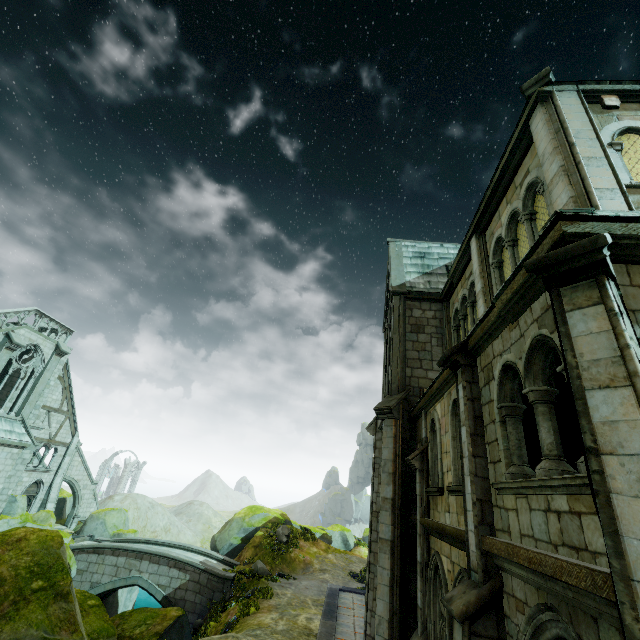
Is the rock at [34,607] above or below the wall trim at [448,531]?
below

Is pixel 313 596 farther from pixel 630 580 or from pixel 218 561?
pixel 630 580

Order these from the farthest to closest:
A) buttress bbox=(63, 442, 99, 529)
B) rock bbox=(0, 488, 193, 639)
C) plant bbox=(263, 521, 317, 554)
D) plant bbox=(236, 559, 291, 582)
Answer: buttress bbox=(63, 442, 99, 529) < plant bbox=(263, 521, 317, 554) < plant bbox=(236, 559, 291, 582) < rock bbox=(0, 488, 193, 639)

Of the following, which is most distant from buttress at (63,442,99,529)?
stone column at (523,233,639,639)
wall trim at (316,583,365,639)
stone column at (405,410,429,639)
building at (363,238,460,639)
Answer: stone column at (523,233,639,639)

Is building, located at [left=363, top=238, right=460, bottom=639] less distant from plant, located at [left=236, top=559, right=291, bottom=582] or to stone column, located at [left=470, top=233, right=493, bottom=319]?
stone column, located at [left=470, top=233, right=493, bottom=319]

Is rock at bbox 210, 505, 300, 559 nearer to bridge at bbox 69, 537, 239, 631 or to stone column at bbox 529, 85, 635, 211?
bridge at bbox 69, 537, 239, 631

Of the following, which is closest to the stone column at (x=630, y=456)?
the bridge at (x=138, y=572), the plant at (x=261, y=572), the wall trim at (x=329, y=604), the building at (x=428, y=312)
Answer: the wall trim at (x=329, y=604)

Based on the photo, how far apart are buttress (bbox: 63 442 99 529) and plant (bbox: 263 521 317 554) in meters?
18.4 m
